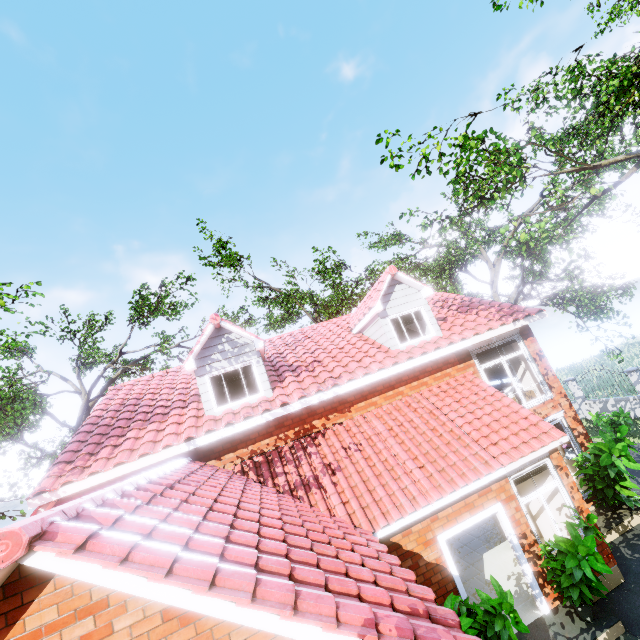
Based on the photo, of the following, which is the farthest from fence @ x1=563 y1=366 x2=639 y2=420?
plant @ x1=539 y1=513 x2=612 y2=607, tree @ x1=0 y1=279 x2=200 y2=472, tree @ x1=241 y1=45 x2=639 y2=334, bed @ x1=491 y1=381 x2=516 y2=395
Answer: tree @ x1=0 y1=279 x2=200 y2=472

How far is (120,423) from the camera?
9.56m

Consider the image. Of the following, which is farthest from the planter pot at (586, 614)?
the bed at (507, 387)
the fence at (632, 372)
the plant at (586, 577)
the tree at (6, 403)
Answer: the tree at (6, 403)

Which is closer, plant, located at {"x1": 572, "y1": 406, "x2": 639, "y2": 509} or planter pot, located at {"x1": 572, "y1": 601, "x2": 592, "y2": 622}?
planter pot, located at {"x1": 572, "y1": 601, "x2": 592, "y2": 622}

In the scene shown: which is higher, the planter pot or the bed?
the bed

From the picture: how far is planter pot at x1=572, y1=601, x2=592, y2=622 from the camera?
6.3 meters

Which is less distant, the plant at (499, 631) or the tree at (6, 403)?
the plant at (499, 631)

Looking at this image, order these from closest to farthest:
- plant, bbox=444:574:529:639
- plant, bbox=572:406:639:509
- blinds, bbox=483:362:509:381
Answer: plant, bbox=444:574:529:639 → plant, bbox=572:406:639:509 → blinds, bbox=483:362:509:381
